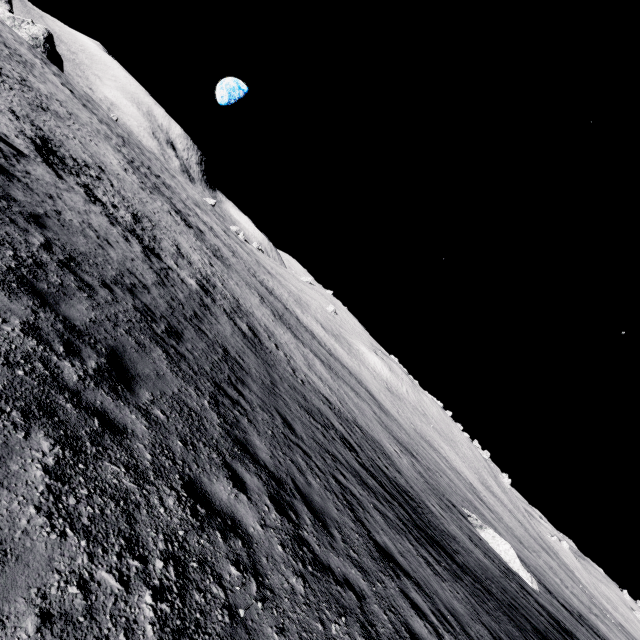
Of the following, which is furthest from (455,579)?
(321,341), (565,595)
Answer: (565,595)

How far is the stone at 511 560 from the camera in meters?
24.0

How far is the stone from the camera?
24.0m
